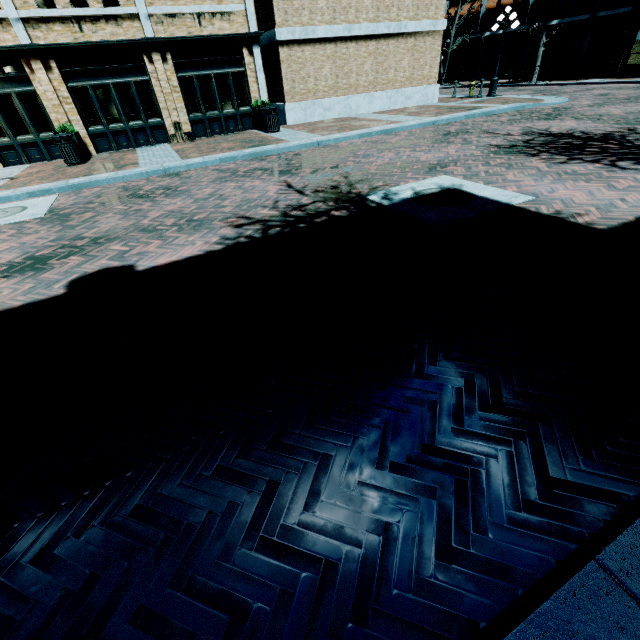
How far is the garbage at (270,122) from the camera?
13.0m

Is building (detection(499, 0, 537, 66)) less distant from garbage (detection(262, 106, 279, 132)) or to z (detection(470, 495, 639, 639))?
z (detection(470, 495, 639, 639))

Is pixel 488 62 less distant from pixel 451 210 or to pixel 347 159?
pixel 347 159

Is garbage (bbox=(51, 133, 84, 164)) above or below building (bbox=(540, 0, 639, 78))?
below

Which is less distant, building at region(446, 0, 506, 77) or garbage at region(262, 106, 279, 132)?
garbage at region(262, 106, 279, 132)

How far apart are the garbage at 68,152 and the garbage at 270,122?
A: 6.8m

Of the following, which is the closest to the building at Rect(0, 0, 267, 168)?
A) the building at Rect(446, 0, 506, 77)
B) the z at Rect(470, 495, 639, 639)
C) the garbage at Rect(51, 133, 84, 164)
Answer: the z at Rect(470, 495, 639, 639)

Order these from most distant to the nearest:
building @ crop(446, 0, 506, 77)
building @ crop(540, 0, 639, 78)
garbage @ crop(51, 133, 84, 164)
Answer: building @ crop(446, 0, 506, 77) < building @ crop(540, 0, 639, 78) < garbage @ crop(51, 133, 84, 164)
